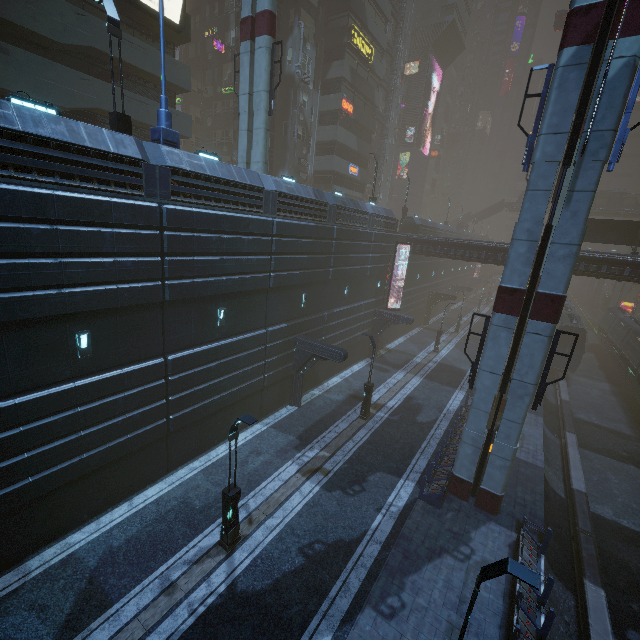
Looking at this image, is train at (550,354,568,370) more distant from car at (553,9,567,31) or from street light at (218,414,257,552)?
car at (553,9,567,31)

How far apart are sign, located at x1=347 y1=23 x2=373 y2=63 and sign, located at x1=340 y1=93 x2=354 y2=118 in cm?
434

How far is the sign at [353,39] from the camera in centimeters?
3247cm

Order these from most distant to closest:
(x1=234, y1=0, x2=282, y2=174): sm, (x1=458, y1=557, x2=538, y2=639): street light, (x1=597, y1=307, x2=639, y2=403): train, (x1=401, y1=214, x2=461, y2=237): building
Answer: (x1=401, y1=214, x2=461, y2=237): building < (x1=597, y1=307, x2=639, y2=403): train < (x1=234, y1=0, x2=282, y2=174): sm < (x1=458, y1=557, x2=538, y2=639): street light

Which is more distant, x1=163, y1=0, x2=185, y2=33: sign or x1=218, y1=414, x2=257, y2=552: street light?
x1=163, y1=0, x2=185, y2=33: sign

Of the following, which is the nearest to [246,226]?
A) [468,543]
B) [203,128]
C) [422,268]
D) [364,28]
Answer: [468,543]

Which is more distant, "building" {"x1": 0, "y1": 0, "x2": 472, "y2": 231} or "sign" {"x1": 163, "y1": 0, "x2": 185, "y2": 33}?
"sign" {"x1": 163, "y1": 0, "x2": 185, "y2": 33}

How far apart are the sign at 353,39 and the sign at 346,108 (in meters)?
4.34
